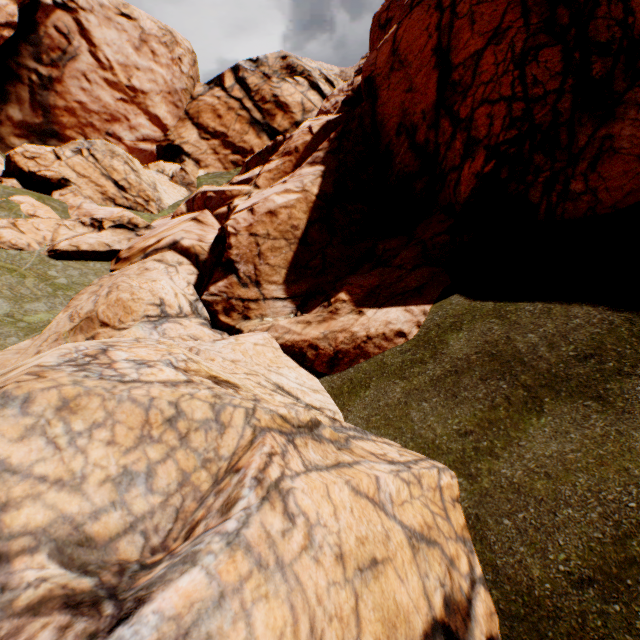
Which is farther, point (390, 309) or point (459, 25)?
point (459, 25)
